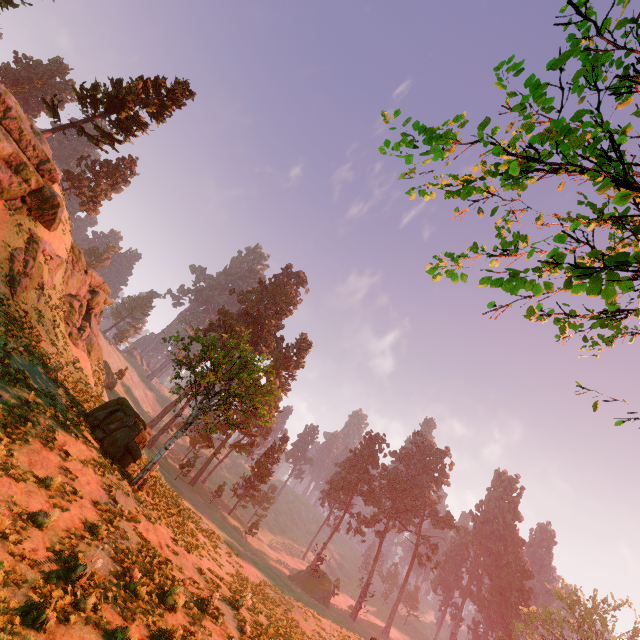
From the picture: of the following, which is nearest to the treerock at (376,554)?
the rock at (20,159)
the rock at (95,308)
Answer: the rock at (20,159)

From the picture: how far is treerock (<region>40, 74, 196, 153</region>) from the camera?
25.94m

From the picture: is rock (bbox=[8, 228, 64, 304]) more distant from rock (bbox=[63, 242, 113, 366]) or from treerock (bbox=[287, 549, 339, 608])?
treerock (bbox=[287, 549, 339, 608])

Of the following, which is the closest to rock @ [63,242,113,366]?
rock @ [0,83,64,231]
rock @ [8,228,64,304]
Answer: rock @ [8,228,64,304]

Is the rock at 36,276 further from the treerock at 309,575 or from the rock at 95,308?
the treerock at 309,575

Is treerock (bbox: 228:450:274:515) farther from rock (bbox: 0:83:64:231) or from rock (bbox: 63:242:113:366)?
rock (bbox: 63:242:113:366)

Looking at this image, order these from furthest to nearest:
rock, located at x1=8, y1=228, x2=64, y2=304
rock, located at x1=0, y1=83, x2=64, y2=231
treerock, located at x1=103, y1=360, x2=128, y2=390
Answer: treerock, located at x1=103, y1=360, x2=128, y2=390 → rock, located at x1=8, y1=228, x2=64, y2=304 → rock, located at x1=0, y1=83, x2=64, y2=231

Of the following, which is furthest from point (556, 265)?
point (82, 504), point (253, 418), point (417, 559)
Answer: point (417, 559)
